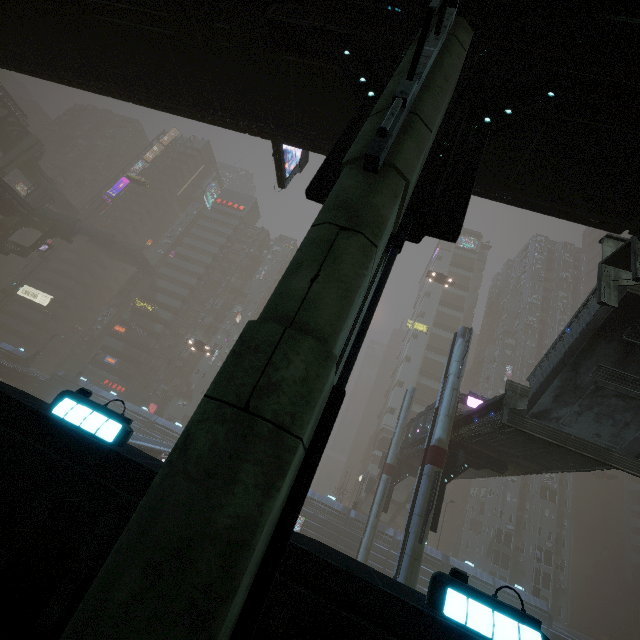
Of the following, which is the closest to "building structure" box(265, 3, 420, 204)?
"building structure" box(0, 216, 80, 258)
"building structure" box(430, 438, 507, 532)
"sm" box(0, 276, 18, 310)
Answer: "building structure" box(430, 438, 507, 532)

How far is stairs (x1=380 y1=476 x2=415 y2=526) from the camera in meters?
41.2

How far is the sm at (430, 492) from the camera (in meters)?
15.54

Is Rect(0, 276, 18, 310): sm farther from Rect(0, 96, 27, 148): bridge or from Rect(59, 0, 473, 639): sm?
Rect(59, 0, 473, 639): sm

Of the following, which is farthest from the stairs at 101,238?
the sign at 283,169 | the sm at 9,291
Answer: the sign at 283,169

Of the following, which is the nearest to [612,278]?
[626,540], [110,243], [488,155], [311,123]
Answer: [488,155]

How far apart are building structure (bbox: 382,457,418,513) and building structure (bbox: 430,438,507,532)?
13.34m

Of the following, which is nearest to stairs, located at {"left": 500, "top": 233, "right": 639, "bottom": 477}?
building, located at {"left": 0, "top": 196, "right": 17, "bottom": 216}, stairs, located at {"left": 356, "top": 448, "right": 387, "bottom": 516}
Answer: building, located at {"left": 0, "top": 196, "right": 17, "bottom": 216}
